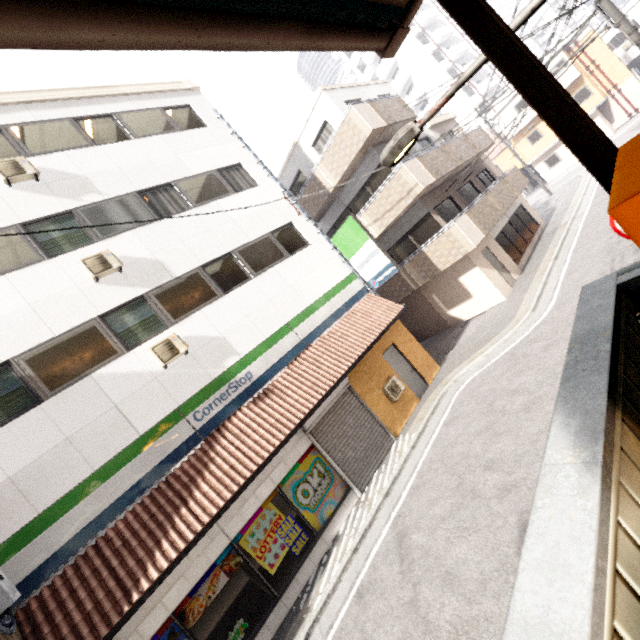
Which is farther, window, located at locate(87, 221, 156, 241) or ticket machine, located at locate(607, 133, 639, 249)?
window, located at locate(87, 221, 156, 241)

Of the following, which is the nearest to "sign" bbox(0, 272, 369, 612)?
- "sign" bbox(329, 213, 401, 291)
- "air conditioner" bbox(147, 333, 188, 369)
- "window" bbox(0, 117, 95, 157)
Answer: "sign" bbox(329, 213, 401, 291)

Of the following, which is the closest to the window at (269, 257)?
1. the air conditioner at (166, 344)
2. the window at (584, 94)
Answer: the air conditioner at (166, 344)

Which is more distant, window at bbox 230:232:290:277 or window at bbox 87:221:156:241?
window at bbox 230:232:290:277

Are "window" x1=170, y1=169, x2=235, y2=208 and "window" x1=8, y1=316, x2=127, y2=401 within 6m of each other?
yes

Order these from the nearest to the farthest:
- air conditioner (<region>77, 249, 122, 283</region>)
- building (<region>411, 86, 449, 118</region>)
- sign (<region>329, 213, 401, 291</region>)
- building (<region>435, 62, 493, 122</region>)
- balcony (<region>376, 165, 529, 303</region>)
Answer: air conditioner (<region>77, 249, 122, 283</region>) < sign (<region>329, 213, 401, 291</region>) < balcony (<region>376, 165, 529, 303</region>) < building (<region>435, 62, 493, 122</region>) < building (<region>411, 86, 449, 118</region>)

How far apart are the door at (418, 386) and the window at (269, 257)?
4.83m

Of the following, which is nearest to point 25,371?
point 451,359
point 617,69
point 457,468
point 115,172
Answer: point 115,172
